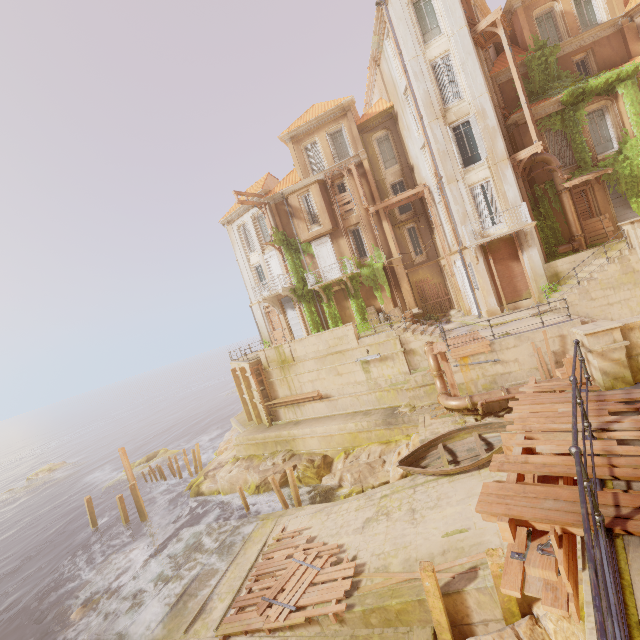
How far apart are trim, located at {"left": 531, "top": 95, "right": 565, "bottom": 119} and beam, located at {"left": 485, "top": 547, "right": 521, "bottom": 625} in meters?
22.2

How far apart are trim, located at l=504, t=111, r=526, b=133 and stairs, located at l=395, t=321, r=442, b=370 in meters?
13.0

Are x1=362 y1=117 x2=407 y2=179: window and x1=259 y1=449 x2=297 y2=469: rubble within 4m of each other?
no

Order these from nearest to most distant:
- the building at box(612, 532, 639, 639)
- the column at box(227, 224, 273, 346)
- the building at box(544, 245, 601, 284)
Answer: the building at box(612, 532, 639, 639) < the building at box(544, 245, 601, 284) < the column at box(227, 224, 273, 346)

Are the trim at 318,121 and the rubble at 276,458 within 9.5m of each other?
no

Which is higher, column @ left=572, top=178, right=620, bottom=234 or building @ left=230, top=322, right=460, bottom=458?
column @ left=572, top=178, right=620, bottom=234

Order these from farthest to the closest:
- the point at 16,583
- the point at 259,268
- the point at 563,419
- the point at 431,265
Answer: the point at 259,268 < the point at 431,265 < the point at 16,583 < the point at 563,419

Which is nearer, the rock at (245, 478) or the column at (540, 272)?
the rock at (245, 478)
